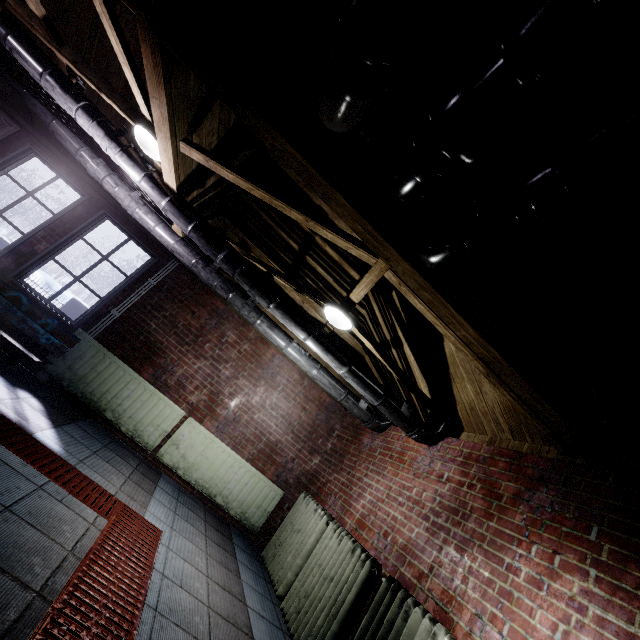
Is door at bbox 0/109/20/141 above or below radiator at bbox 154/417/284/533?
above

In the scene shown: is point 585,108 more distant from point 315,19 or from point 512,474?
point 512,474

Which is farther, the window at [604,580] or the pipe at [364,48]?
the window at [604,580]

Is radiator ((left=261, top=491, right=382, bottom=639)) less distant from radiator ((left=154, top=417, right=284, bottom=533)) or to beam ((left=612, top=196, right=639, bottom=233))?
radiator ((left=154, top=417, right=284, bottom=533))

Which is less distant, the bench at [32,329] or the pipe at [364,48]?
the pipe at [364,48]

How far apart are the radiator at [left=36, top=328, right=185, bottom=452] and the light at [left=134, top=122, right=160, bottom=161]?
2.17m

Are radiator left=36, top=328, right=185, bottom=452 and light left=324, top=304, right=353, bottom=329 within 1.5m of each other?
no

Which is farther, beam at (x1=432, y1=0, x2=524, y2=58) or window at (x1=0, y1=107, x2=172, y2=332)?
window at (x1=0, y1=107, x2=172, y2=332)
